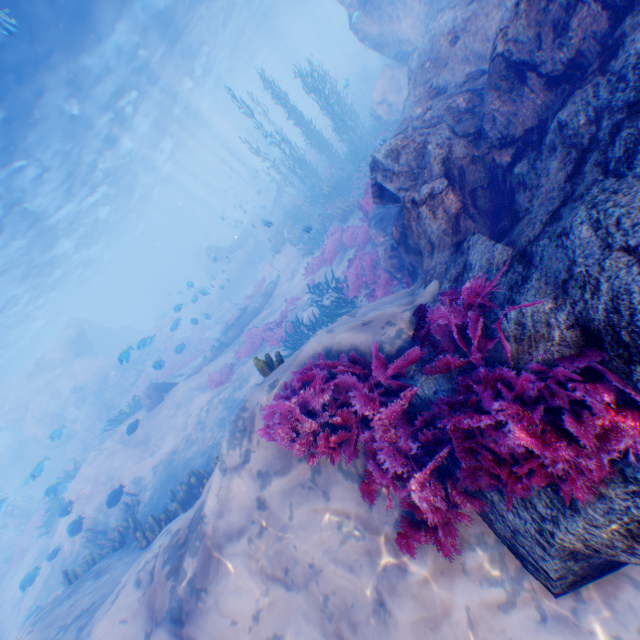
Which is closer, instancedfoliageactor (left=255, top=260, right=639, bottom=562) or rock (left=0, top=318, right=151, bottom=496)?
instancedfoliageactor (left=255, top=260, right=639, bottom=562)

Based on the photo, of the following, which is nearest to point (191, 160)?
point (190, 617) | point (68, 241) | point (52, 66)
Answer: point (68, 241)

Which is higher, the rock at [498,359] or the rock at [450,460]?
the rock at [498,359]

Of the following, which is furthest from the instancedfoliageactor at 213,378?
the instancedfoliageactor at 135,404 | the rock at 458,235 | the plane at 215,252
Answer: the instancedfoliageactor at 135,404

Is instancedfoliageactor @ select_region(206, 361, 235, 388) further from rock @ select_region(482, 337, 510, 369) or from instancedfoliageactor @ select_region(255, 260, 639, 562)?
instancedfoliageactor @ select_region(255, 260, 639, 562)

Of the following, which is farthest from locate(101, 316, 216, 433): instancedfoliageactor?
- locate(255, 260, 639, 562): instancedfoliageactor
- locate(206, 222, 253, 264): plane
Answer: locate(255, 260, 639, 562): instancedfoliageactor

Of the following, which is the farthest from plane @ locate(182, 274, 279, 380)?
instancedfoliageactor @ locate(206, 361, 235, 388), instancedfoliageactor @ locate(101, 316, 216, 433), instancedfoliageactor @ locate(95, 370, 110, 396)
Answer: instancedfoliageactor @ locate(95, 370, 110, 396)
